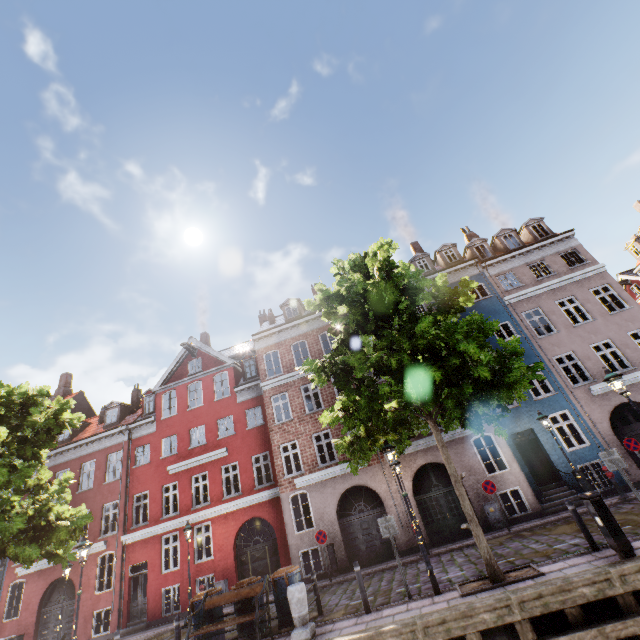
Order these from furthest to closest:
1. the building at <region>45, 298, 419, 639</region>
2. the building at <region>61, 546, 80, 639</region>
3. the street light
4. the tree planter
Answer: the building at <region>61, 546, 80, 639</region>
the building at <region>45, 298, 419, 639</region>
the street light
the tree planter

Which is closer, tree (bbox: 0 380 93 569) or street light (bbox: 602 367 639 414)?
street light (bbox: 602 367 639 414)

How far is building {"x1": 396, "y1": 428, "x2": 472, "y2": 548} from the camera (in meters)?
15.10

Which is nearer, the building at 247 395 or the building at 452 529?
the building at 452 529

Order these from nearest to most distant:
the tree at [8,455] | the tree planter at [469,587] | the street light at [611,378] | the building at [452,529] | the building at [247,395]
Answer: the tree planter at [469,587] → the street light at [611,378] → the tree at [8,455] → the building at [452,529] → the building at [247,395]

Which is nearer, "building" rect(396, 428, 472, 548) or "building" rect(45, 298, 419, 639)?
"building" rect(396, 428, 472, 548)

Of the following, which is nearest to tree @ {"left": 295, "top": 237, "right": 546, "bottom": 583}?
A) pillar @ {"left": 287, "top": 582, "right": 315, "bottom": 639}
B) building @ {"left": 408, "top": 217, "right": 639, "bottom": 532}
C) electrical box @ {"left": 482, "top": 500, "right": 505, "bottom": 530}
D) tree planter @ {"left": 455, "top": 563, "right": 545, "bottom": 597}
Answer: tree planter @ {"left": 455, "top": 563, "right": 545, "bottom": 597}

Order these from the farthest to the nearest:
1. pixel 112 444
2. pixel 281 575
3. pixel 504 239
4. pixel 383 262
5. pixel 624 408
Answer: pixel 504 239, pixel 112 444, pixel 624 408, pixel 281 575, pixel 383 262
